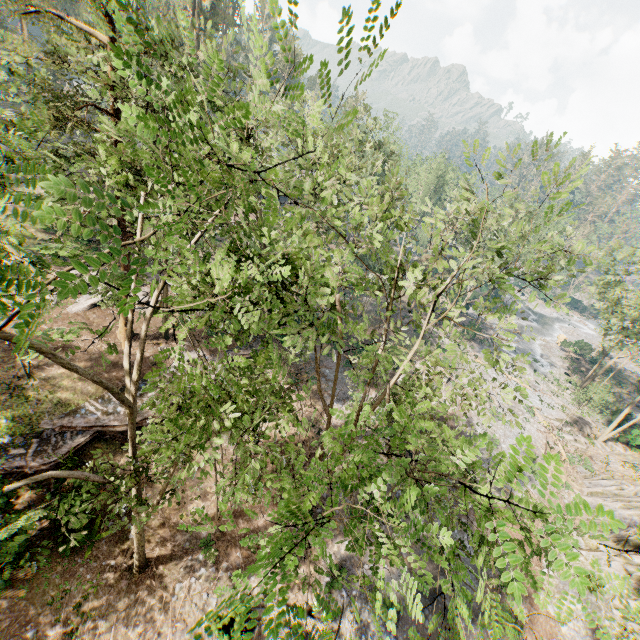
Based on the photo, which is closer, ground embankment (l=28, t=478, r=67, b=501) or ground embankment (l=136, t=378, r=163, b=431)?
ground embankment (l=28, t=478, r=67, b=501)

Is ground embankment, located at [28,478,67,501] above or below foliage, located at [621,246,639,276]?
below

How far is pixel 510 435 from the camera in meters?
30.3 m

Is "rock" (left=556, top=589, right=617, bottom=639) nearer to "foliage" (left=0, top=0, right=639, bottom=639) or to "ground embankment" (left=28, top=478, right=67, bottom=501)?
"foliage" (left=0, top=0, right=639, bottom=639)

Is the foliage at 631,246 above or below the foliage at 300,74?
below

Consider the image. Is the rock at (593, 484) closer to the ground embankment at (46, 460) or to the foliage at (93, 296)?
the foliage at (93, 296)

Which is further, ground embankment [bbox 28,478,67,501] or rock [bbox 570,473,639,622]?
rock [bbox 570,473,639,622]
